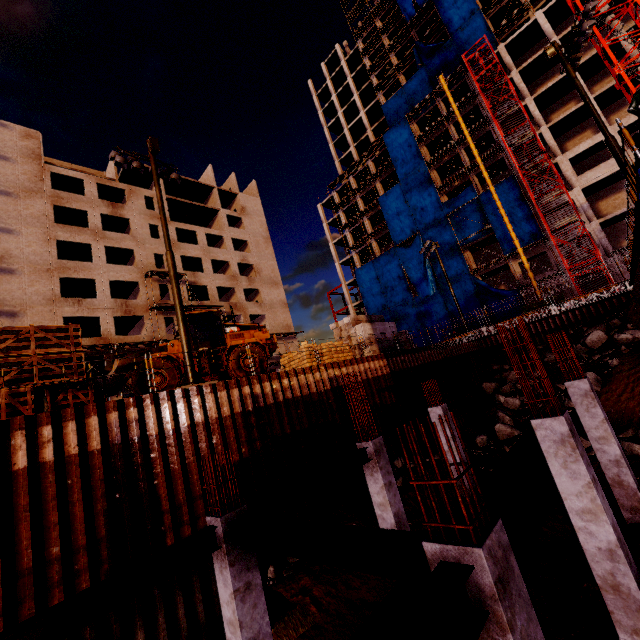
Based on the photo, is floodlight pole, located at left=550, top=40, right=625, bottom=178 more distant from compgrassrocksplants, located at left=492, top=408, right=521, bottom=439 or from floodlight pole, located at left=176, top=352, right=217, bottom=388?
floodlight pole, located at left=176, top=352, right=217, bottom=388

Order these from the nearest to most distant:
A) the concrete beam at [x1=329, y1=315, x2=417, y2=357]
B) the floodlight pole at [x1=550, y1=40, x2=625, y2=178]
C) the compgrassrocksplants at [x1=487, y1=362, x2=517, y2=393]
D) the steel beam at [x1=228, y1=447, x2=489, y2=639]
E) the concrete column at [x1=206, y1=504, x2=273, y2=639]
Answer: the steel beam at [x1=228, y1=447, x2=489, y2=639] < the concrete column at [x1=206, y1=504, x2=273, y2=639] < the floodlight pole at [x1=550, y1=40, x2=625, y2=178] < the concrete beam at [x1=329, y1=315, x2=417, y2=357] < the compgrassrocksplants at [x1=487, y1=362, x2=517, y2=393]

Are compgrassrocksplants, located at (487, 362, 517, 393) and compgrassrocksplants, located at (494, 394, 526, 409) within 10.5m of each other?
yes

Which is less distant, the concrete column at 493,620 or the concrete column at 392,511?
the concrete column at 493,620

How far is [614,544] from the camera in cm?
596

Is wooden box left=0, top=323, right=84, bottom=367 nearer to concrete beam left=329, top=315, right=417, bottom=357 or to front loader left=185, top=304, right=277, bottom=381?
front loader left=185, top=304, right=277, bottom=381

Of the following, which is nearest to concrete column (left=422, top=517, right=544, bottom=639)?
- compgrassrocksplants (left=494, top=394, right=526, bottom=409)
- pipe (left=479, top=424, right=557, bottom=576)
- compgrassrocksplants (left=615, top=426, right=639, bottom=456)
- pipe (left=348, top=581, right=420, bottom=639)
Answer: pipe (left=479, top=424, right=557, bottom=576)

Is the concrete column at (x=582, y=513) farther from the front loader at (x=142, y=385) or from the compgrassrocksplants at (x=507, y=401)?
the compgrassrocksplants at (x=507, y=401)
